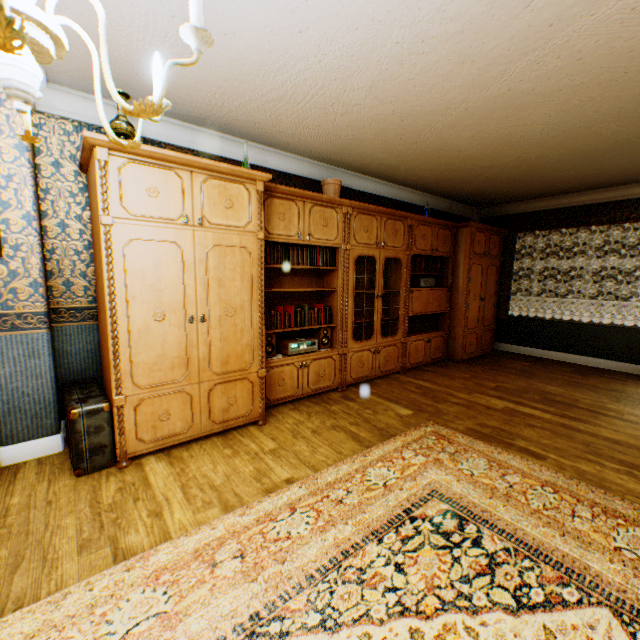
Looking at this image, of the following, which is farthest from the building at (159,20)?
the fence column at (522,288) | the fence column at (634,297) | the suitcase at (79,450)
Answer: the fence column at (522,288)

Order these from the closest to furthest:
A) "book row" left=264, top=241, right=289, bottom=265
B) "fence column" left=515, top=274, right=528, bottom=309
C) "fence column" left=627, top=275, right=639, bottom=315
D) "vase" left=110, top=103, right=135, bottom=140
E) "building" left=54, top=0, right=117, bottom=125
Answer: "building" left=54, top=0, right=117, bottom=125 → "vase" left=110, top=103, right=135, bottom=140 → "book row" left=264, top=241, right=289, bottom=265 → "fence column" left=627, top=275, right=639, bottom=315 → "fence column" left=515, top=274, right=528, bottom=309

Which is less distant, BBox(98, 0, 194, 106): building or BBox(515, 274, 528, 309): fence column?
BBox(98, 0, 194, 106): building

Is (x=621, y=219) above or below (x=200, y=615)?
above

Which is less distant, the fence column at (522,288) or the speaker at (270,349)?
the speaker at (270,349)

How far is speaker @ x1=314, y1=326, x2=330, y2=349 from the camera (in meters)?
4.35

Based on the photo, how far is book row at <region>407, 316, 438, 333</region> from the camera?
5.7 meters

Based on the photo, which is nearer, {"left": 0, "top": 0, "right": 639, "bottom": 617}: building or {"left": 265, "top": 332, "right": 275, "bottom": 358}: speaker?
{"left": 0, "top": 0, "right": 639, "bottom": 617}: building
